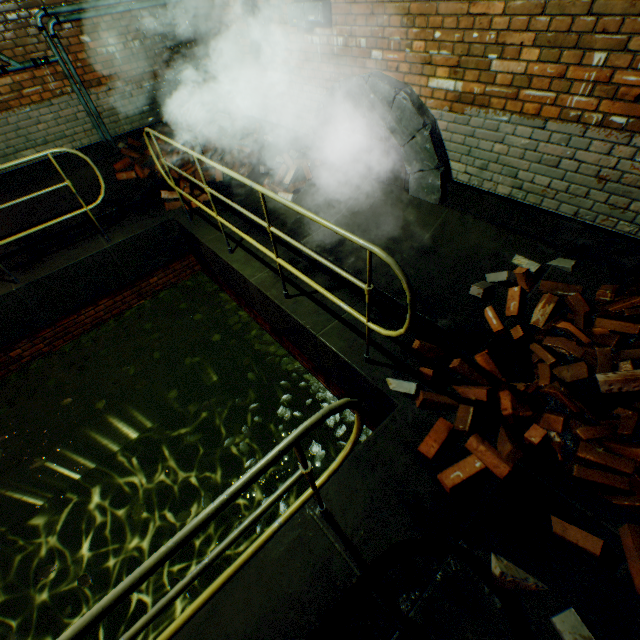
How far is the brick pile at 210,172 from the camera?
5.71m

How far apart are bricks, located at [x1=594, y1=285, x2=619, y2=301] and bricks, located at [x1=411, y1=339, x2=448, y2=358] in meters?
0.3 m

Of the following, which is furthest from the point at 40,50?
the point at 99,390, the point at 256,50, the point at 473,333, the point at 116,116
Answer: the point at 473,333

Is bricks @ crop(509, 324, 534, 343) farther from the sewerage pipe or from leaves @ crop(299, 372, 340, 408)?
leaves @ crop(299, 372, 340, 408)

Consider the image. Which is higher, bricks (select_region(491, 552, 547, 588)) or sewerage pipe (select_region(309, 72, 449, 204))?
sewerage pipe (select_region(309, 72, 449, 204))

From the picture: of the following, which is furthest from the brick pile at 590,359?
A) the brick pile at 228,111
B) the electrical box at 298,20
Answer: the brick pile at 228,111

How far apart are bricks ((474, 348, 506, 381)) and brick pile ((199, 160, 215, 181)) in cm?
449
